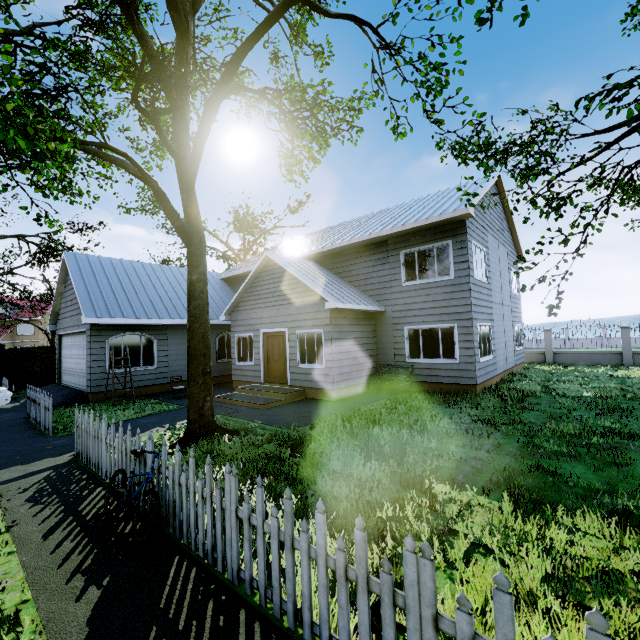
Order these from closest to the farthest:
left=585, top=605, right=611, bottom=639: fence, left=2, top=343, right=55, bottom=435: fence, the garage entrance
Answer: left=585, top=605, right=611, bottom=639: fence < left=2, top=343, right=55, bottom=435: fence < the garage entrance

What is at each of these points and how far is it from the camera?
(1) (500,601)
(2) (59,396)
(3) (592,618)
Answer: (1) fence, 1.67m
(2) garage entrance, 12.78m
(3) fence, 1.44m

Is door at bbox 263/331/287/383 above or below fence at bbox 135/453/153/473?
above

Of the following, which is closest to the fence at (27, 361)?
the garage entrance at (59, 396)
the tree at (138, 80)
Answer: the tree at (138, 80)

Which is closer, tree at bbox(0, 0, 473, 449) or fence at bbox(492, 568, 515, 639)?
fence at bbox(492, 568, 515, 639)

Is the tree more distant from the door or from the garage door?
the door

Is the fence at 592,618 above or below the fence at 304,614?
above

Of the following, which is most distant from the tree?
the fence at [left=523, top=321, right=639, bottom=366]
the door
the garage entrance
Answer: the door
